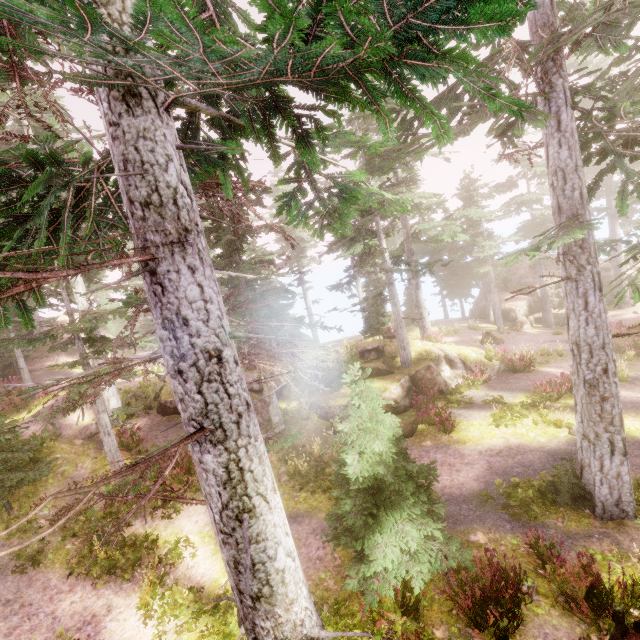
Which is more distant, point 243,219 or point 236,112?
point 243,219

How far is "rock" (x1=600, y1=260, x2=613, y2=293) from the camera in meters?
34.6

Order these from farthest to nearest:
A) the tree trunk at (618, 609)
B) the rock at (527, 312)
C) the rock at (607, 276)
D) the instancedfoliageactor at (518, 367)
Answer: the rock at (607, 276), the rock at (527, 312), the instancedfoliageactor at (518, 367), the tree trunk at (618, 609)

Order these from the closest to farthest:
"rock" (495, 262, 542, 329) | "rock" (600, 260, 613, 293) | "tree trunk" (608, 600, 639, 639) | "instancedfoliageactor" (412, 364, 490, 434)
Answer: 1. "tree trunk" (608, 600, 639, 639)
2. "instancedfoliageactor" (412, 364, 490, 434)
3. "rock" (495, 262, 542, 329)
4. "rock" (600, 260, 613, 293)

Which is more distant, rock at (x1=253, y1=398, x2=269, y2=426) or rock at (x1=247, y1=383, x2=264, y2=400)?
rock at (x1=247, y1=383, x2=264, y2=400)

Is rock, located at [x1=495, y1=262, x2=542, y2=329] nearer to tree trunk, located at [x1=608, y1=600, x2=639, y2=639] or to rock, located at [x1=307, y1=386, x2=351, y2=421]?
rock, located at [x1=307, y1=386, x2=351, y2=421]

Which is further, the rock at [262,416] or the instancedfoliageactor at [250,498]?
the rock at [262,416]

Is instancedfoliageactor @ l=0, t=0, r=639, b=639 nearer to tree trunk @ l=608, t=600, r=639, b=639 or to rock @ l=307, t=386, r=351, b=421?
rock @ l=307, t=386, r=351, b=421
